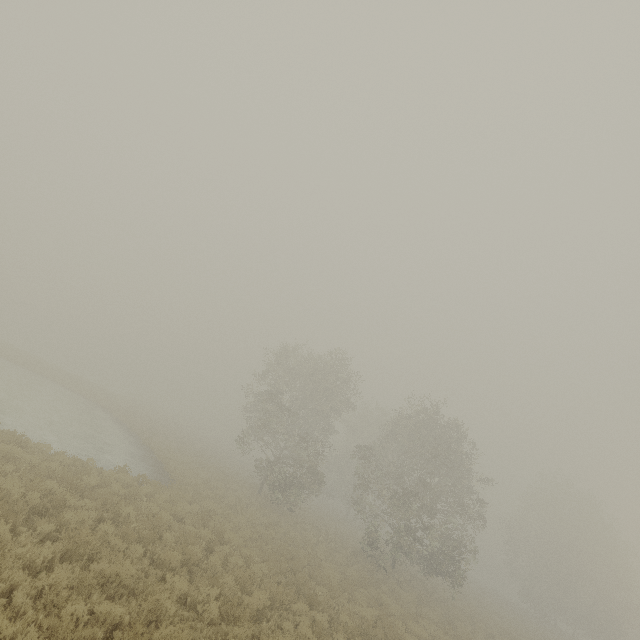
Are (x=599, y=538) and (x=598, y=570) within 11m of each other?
yes
